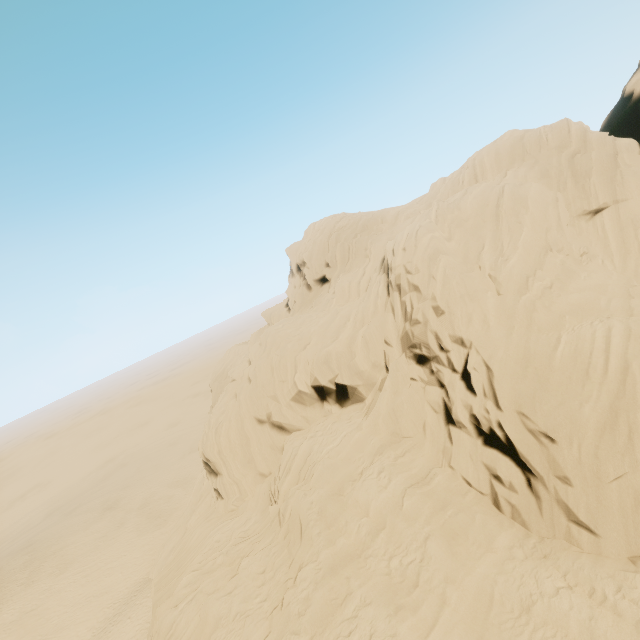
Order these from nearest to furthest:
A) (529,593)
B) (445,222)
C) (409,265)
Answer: (529,593) < (409,265) < (445,222)
